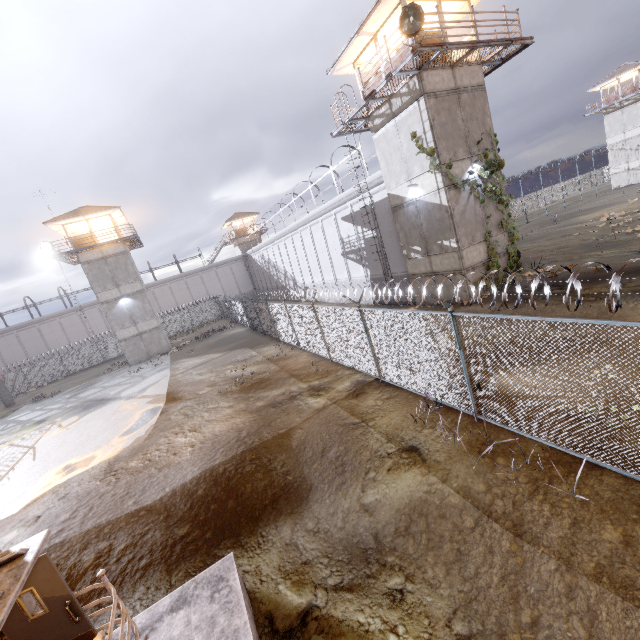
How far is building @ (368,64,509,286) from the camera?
14.52m

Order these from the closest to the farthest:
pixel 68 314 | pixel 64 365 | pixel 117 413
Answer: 1. pixel 117 413
2. pixel 64 365
3. pixel 68 314

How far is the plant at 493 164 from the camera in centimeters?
1559cm

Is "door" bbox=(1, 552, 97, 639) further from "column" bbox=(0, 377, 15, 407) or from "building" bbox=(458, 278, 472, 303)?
"column" bbox=(0, 377, 15, 407)

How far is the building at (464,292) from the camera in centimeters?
1584cm

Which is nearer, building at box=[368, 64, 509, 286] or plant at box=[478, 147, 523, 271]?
building at box=[368, 64, 509, 286]

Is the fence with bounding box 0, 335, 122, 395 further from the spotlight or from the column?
the spotlight

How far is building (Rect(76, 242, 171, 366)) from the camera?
30.7m
